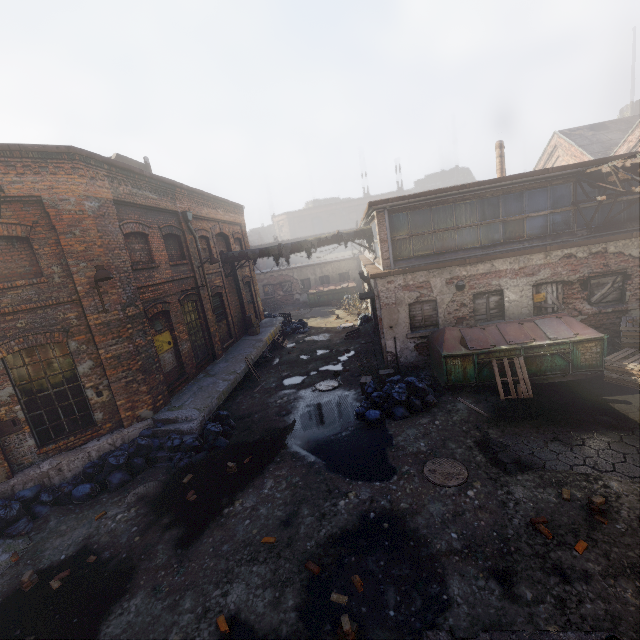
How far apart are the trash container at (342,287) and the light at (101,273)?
20.5m

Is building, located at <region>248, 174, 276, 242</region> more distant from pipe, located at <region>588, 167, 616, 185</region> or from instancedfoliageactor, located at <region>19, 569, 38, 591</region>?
instancedfoliageactor, located at <region>19, 569, 38, 591</region>

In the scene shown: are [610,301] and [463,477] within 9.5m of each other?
yes

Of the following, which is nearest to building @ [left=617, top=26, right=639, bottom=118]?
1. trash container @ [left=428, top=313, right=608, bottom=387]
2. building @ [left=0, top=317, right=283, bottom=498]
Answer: trash container @ [left=428, top=313, right=608, bottom=387]

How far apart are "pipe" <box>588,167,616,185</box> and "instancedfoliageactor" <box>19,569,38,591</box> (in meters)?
15.33

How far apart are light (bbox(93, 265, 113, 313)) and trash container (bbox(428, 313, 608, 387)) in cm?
925

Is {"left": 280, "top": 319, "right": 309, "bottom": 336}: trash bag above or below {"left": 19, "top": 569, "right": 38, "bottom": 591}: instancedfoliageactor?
above

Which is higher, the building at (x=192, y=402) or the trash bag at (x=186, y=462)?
the building at (x=192, y=402)
